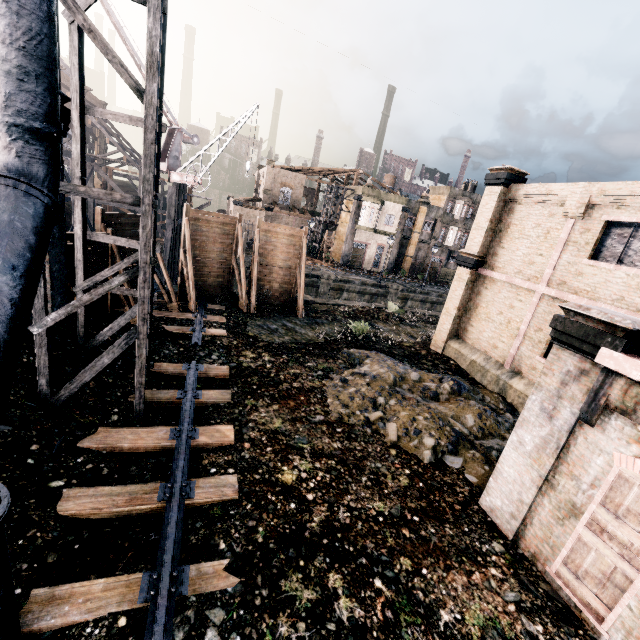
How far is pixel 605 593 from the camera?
6.30m

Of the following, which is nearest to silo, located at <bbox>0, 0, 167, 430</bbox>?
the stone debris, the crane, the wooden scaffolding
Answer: the stone debris

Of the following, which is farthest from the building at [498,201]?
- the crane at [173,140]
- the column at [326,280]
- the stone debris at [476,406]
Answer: the column at [326,280]

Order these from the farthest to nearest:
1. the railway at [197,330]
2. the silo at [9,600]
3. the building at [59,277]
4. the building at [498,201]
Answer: the railway at [197,330], the building at [59,277], the building at [498,201], the silo at [9,600]

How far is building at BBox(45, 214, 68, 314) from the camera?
10.47m

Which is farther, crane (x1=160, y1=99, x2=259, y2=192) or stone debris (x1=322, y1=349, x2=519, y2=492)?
crane (x1=160, y1=99, x2=259, y2=192)

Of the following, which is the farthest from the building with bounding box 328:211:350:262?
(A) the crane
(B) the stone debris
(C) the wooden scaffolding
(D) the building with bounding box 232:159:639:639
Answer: (B) the stone debris

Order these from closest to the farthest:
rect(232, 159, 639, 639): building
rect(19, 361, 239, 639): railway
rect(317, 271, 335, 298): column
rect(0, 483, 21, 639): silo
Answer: rect(0, 483, 21, 639): silo → rect(19, 361, 239, 639): railway → rect(232, 159, 639, 639): building → rect(317, 271, 335, 298): column
